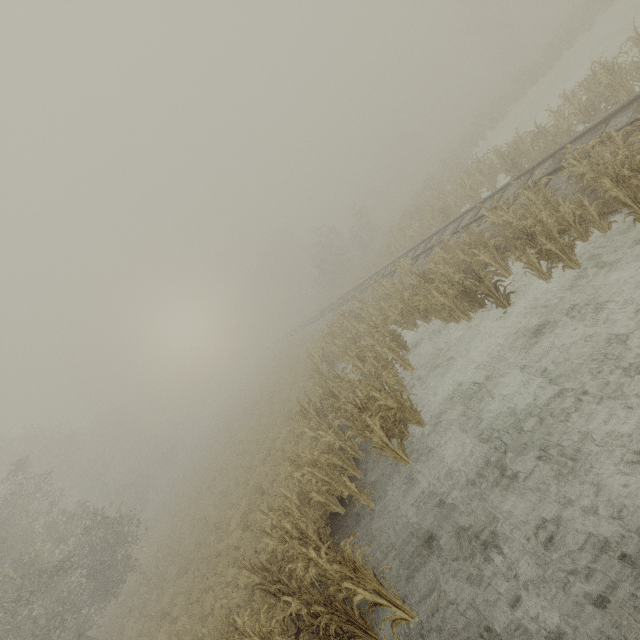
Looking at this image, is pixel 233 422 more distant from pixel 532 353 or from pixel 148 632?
pixel 532 353
